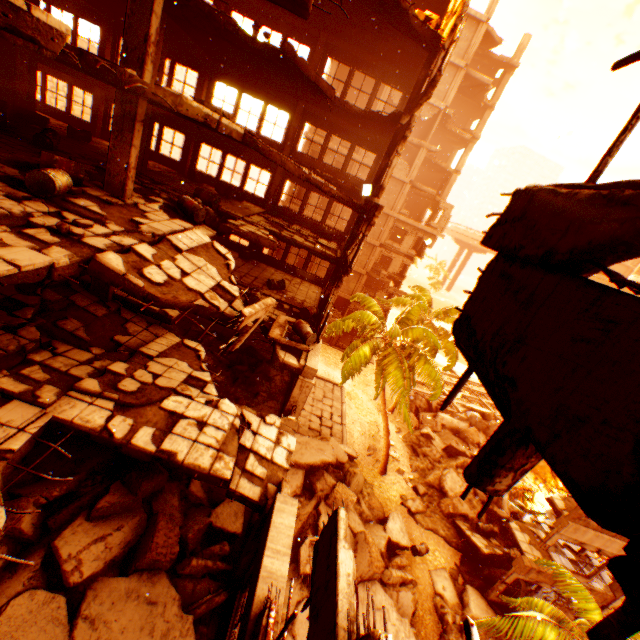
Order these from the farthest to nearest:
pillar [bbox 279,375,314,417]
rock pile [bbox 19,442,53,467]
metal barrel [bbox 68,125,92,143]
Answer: metal barrel [bbox 68,125,92,143] → pillar [bbox 279,375,314,417] → rock pile [bbox 19,442,53,467]

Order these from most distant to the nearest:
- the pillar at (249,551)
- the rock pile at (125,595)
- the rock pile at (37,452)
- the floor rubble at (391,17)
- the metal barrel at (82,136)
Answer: the metal barrel at (82,136), the floor rubble at (391,17), the rock pile at (37,452), the pillar at (249,551), the rock pile at (125,595)

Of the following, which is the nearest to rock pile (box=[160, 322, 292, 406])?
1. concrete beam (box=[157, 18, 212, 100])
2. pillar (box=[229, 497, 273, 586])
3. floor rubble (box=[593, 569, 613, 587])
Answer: pillar (box=[229, 497, 273, 586])

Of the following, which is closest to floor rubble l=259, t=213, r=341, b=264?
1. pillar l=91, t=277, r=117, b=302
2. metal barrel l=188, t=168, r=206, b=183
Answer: metal barrel l=188, t=168, r=206, b=183

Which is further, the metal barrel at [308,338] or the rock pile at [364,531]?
the rock pile at [364,531]

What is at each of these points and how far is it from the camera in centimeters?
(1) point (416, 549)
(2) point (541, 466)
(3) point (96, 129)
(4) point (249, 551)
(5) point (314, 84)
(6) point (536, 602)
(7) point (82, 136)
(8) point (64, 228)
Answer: (1) metal barrel, 1689cm
(2) rock pile, 2789cm
(3) concrete beam, 1719cm
(4) pillar, 678cm
(5) floor rubble, 1115cm
(6) rubble, 1085cm
(7) metal barrel, 1431cm
(8) rubble, 580cm

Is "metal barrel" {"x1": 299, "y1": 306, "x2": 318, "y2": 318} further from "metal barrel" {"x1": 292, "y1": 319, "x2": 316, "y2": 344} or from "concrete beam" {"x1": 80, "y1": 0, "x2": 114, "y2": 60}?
"concrete beam" {"x1": 80, "y1": 0, "x2": 114, "y2": 60}

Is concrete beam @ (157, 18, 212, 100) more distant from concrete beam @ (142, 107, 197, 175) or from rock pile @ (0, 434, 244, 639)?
rock pile @ (0, 434, 244, 639)
